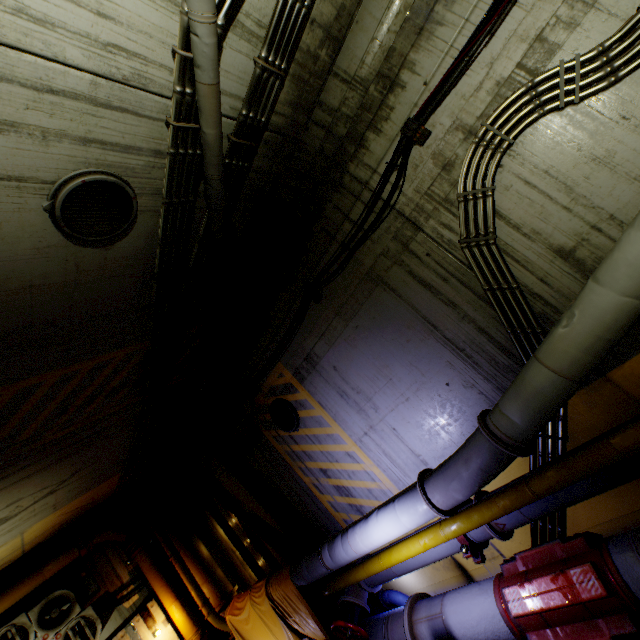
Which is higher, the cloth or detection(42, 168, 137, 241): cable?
detection(42, 168, 137, 241): cable

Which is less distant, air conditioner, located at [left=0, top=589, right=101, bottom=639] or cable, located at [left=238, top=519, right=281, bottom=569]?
air conditioner, located at [left=0, top=589, right=101, bottom=639]

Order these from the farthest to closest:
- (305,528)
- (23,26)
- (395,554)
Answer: (305,528) < (395,554) < (23,26)

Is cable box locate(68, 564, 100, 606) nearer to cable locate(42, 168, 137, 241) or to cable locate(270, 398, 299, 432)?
cable locate(270, 398, 299, 432)

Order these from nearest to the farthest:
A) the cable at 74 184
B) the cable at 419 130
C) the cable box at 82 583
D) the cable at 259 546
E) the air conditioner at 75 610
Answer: the cable at 74 184, the cable at 419 130, the air conditioner at 75 610, the cable box at 82 583, the cable at 259 546

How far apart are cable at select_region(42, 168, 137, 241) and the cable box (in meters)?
10.03

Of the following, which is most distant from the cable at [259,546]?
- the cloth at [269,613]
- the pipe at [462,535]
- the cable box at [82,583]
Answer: the cable box at [82,583]
